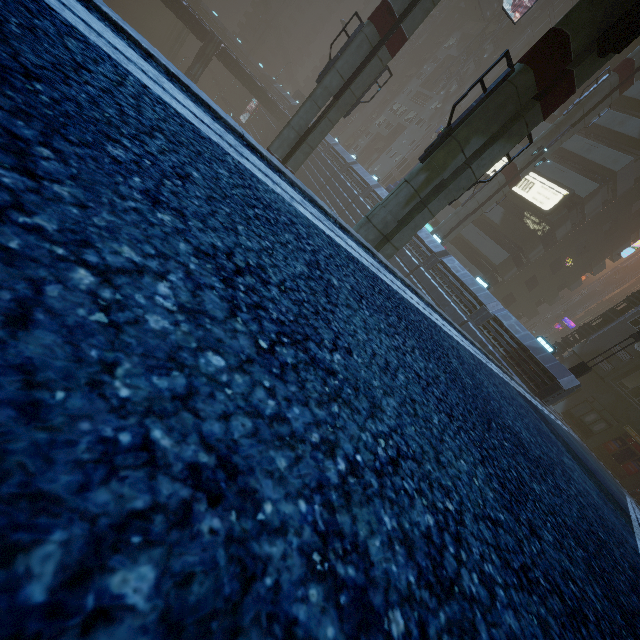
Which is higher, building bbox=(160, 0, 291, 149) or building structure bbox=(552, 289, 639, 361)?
building structure bbox=(552, 289, 639, 361)

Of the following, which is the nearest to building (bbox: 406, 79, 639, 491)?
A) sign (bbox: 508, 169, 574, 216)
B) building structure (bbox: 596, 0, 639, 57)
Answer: sign (bbox: 508, 169, 574, 216)

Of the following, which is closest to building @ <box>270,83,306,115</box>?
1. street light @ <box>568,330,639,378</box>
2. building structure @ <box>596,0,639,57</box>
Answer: street light @ <box>568,330,639,378</box>

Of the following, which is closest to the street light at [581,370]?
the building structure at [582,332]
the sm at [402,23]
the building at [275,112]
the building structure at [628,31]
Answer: the building at [275,112]

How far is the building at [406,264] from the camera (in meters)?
19.13

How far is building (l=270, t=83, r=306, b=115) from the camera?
51.8m

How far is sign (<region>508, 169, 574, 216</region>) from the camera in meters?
30.1 m

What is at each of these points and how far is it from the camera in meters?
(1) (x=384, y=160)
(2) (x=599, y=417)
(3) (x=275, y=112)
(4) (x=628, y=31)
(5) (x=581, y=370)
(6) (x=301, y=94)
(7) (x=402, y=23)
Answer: (1) building, 53.2
(2) building, 24.8
(3) building, 47.7
(4) building structure, 8.9
(5) street light, 18.3
(6) building, 56.5
(7) sm, 16.4
